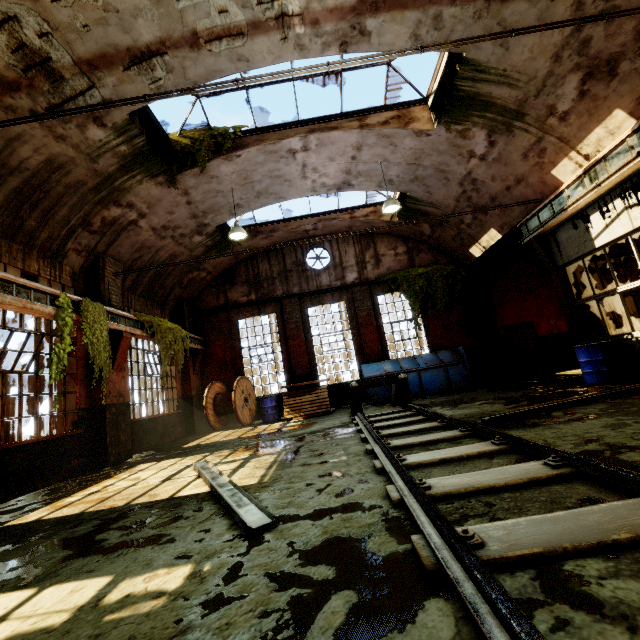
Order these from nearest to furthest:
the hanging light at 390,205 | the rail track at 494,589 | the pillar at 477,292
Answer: the rail track at 494,589, the hanging light at 390,205, the pillar at 477,292

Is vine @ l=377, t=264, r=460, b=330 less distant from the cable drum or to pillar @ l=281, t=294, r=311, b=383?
pillar @ l=281, t=294, r=311, b=383

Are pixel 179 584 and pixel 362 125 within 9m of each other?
no

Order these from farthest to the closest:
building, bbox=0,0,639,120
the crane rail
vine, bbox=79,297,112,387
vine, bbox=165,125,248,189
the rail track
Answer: vine, bbox=165,125,248,189
vine, bbox=79,297,112,387
the crane rail
building, bbox=0,0,639,120
the rail track

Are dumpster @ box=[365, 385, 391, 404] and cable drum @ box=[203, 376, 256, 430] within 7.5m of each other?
yes

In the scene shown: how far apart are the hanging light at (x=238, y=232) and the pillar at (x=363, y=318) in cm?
574

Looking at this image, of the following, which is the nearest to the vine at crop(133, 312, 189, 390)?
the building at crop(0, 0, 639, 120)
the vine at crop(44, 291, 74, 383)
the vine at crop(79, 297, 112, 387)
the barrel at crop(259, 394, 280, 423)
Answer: the building at crop(0, 0, 639, 120)

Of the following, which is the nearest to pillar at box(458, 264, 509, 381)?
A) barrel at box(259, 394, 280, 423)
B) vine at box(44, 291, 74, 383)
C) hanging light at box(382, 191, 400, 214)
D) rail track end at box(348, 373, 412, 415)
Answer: rail track end at box(348, 373, 412, 415)
